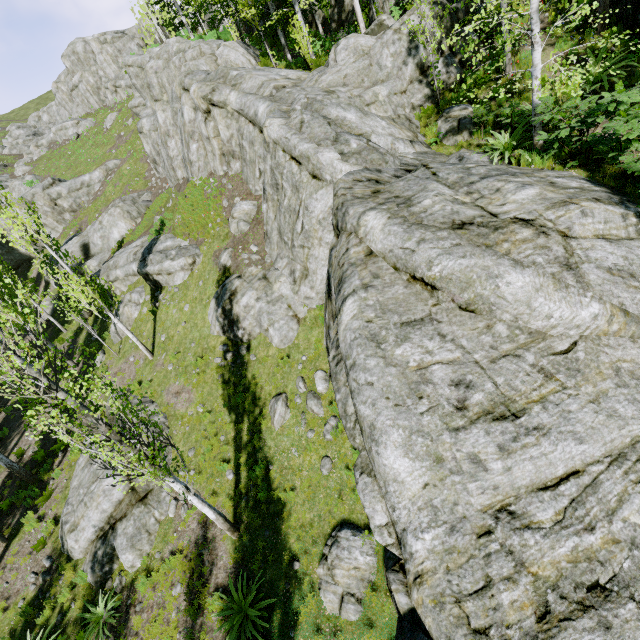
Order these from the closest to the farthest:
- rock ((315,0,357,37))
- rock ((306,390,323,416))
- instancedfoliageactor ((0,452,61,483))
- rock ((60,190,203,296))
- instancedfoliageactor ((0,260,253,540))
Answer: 1. instancedfoliageactor ((0,260,253,540))
2. rock ((306,390,323,416))
3. instancedfoliageactor ((0,452,61,483))
4. rock ((60,190,203,296))
5. rock ((315,0,357,37))

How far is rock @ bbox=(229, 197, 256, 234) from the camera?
15.78m

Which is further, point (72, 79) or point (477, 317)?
point (72, 79)

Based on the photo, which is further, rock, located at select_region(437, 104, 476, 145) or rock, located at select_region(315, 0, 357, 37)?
rock, located at select_region(315, 0, 357, 37)

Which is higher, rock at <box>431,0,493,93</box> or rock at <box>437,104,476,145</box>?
rock at <box>431,0,493,93</box>

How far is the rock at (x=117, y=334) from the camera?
18.9 meters

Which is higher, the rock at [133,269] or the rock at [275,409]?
the rock at [133,269]
